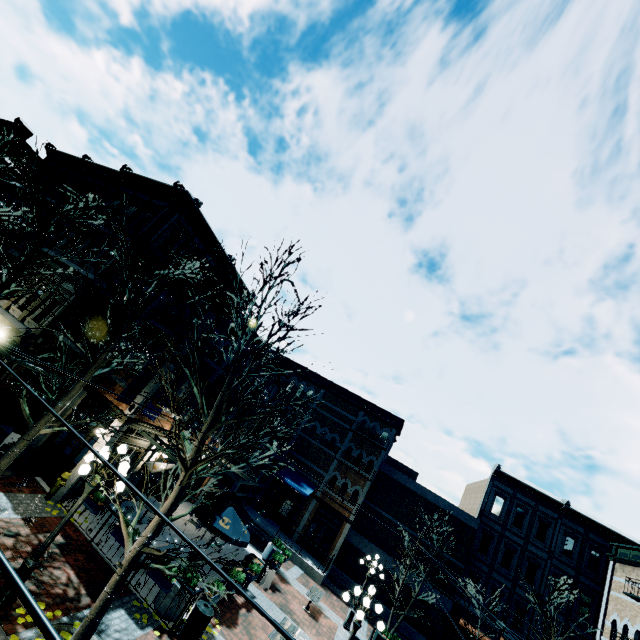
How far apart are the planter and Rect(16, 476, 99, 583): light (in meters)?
3.26

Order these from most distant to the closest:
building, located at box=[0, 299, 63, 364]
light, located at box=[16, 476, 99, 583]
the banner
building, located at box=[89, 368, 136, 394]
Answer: building, located at box=[0, 299, 63, 364]
building, located at box=[89, 368, 136, 394]
the banner
light, located at box=[16, 476, 99, 583]

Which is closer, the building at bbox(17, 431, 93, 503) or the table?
the building at bbox(17, 431, 93, 503)

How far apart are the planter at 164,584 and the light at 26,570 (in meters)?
3.26

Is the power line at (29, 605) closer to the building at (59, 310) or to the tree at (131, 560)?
the tree at (131, 560)

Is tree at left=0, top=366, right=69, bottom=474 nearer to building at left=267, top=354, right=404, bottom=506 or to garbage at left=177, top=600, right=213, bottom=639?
building at left=267, top=354, right=404, bottom=506

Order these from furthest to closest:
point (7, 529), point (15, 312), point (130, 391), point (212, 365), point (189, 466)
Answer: point (15, 312) → point (212, 365) → point (130, 391) → point (7, 529) → point (189, 466)

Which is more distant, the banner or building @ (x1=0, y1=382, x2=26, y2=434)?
building @ (x1=0, y1=382, x2=26, y2=434)
